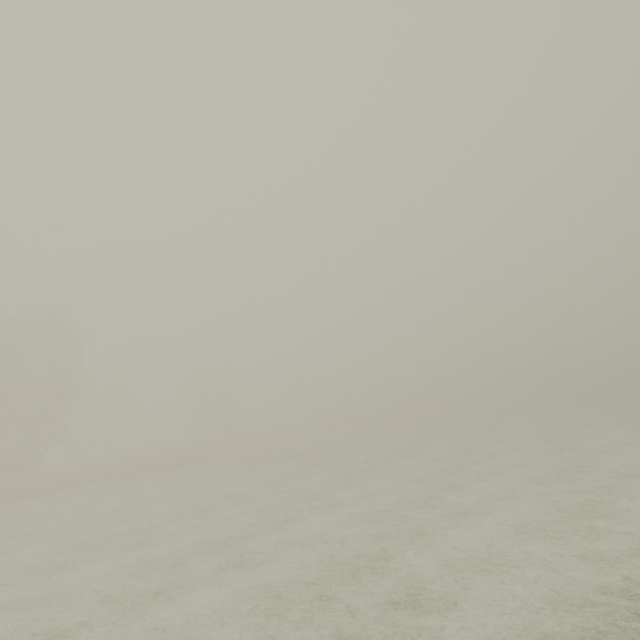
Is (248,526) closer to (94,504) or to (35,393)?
(94,504)
